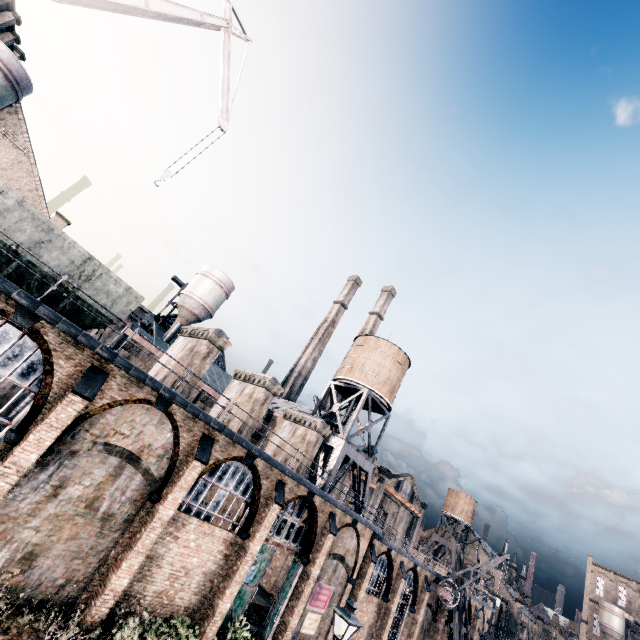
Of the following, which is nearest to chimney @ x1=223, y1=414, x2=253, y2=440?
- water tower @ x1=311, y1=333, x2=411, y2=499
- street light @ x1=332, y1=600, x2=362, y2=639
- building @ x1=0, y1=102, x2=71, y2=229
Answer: water tower @ x1=311, y1=333, x2=411, y2=499

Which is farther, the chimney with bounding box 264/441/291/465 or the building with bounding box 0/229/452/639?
the chimney with bounding box 264/441/291/465

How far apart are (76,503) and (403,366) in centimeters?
2967cm

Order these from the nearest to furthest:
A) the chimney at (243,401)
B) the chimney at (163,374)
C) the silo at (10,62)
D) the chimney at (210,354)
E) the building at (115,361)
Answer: the building at (115,361)
the chimney at (163,374)
the chimney at (210,354)
the chimney at (243,401)
the silo at (10,62)

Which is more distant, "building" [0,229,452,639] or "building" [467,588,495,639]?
"building" [467,588,495,639]

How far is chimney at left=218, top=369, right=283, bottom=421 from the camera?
22.0 meters

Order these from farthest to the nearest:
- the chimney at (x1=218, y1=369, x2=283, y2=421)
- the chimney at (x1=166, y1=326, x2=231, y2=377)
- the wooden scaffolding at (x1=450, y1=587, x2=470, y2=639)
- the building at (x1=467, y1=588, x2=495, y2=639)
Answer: the building at (x1=467, y1=588, x2=495, y2=639), the wooden scaffolding at (x1=450, y1=587, x2=470, y2=639), the chimney at (x1=218, y1=369, x2=283, y2=421), the chimney at (x1=166, y1=326, x2=231, y2=377)

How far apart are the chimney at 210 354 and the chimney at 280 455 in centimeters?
1040cm
